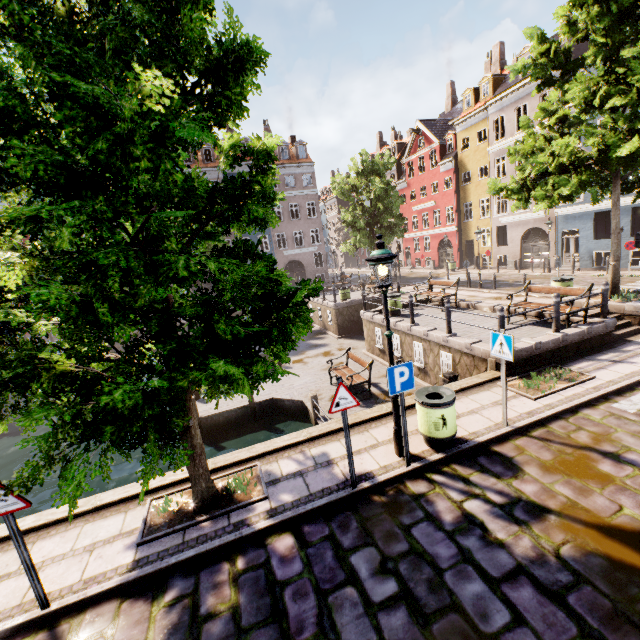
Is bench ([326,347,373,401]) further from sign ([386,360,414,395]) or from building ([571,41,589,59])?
building ([571,41,589,59])

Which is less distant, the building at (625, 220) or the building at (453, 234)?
the building at (625, 220)

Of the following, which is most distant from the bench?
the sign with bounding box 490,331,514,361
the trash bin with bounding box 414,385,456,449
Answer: the sign with bounding box 490,331,514,361

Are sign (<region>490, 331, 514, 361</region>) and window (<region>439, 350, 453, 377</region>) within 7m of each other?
yes

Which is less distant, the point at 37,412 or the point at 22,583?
the point at 37,412

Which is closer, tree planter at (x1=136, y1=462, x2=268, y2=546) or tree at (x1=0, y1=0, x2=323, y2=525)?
tree at (x1=0, y1=0, x2=323, y2=525)

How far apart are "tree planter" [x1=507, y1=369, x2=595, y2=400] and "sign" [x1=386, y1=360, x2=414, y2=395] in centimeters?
368cm

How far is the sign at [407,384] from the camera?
5.2m
